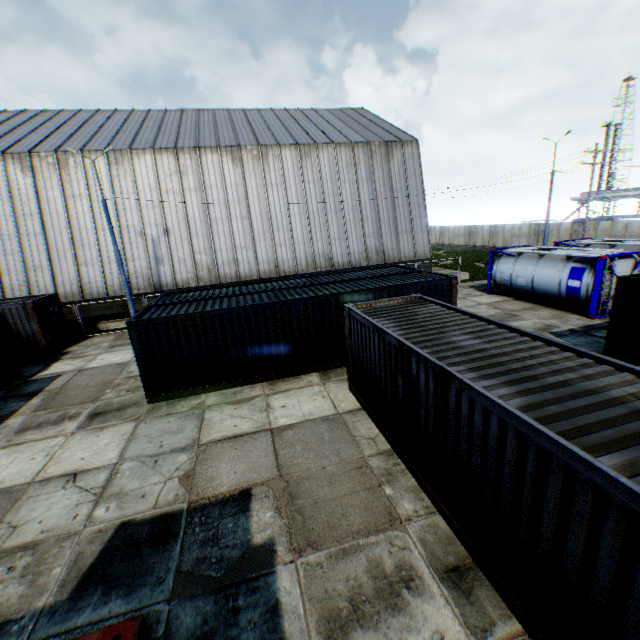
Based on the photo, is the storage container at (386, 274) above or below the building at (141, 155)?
below

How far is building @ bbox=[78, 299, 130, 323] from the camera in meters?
21.4 m

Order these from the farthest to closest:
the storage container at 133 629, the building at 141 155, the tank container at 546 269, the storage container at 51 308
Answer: the building at 141 155 → the tank container at 546 269 → the storage container at 51 308 → the storage container at 133 629

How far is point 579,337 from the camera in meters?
13.5

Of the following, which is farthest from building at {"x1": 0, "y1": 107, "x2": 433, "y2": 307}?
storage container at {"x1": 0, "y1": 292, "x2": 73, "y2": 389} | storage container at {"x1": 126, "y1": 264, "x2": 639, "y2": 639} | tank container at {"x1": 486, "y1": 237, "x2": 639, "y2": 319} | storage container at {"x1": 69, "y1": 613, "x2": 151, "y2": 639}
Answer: storage container at {"x1": 69, "y1": 613, "x2": 151, "y2": 639}

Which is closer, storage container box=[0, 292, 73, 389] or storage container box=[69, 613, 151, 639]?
storage container box=[69, 613, 151, 639]

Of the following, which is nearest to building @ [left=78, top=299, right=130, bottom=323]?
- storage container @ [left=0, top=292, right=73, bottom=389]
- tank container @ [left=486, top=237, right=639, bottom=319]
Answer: storage container @ [left=0, top=292, right=73, bottom=389]
